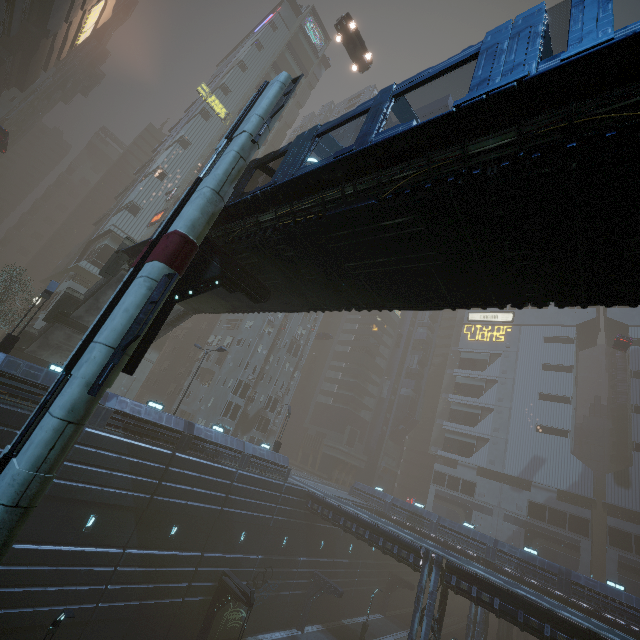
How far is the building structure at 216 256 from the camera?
9.41m

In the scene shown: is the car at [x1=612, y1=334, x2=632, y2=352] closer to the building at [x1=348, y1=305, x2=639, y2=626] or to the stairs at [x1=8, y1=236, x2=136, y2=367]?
the building at [x1=348, y1=305, x2=639, y2=626]

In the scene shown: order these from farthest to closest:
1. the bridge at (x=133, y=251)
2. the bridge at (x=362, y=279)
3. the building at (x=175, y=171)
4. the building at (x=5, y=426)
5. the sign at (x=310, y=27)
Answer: the sign at (x=310, y=27) < the building at (x=175, y=171) < the building at (x=5, y=426) < the bridge at (x=133, y=251) < the bridge at (x=362, y=279)

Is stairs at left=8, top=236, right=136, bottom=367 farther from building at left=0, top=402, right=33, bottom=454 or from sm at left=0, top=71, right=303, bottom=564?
sm at left=0, top=71, right=303, bottom=564

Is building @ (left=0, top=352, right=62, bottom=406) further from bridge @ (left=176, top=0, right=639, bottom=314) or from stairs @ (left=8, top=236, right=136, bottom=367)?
bridge @ (left=176, top=0, right=639, bottom=314)

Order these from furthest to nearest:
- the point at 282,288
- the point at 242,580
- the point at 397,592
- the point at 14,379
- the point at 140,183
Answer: the point at 397,592 → the point at 140,183 → the point at 242,580 → the point at 14,379 → the point at 282,288

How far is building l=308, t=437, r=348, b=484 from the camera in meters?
58.2

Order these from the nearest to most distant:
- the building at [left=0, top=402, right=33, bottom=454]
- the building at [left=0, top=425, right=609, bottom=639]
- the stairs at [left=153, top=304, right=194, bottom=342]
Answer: the building at [left=0, top=402, right=33, bottom=454]
the building at [left=0, top=425, right=609, bottom=639]
the stairs at [left=153, top=304, right=194, bottom=342]
